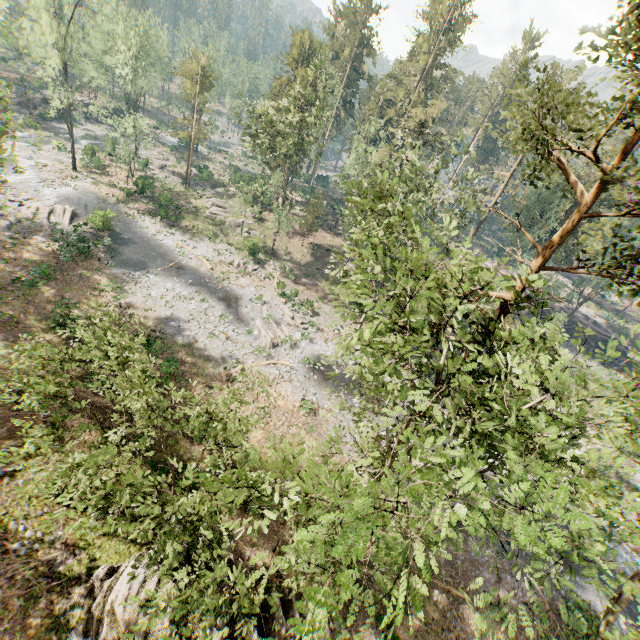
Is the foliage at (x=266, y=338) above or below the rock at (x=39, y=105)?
below

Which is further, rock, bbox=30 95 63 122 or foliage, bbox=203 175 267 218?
rock, bbox=30 95 63 122

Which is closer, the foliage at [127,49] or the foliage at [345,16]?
the foliage at [345,16]

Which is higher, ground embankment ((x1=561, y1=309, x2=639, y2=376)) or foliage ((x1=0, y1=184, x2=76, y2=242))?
ground embankment ((x1=561, y1=309, x2=639, y2=376))

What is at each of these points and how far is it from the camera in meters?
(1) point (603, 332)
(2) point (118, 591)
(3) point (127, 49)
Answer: (1) ground embankment, 49.3 m
(2) rock, 11.6 m
(3) foliage, 59.6 m

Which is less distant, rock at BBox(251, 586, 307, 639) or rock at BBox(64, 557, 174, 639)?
rock at BBox(64, 557, 174, 639)

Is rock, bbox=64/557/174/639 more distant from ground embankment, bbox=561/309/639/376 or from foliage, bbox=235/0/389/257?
ground embankment, bbox=561/309/639/376

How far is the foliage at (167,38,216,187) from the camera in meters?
43.9
